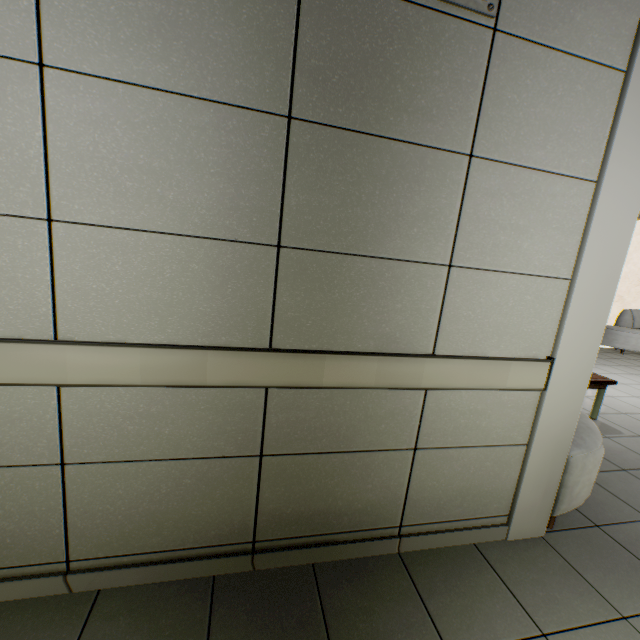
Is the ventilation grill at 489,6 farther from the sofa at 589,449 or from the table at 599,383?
the table at 599,383

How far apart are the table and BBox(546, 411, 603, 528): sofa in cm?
68

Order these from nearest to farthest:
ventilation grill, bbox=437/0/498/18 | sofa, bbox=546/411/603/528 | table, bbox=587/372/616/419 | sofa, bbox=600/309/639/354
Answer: ventilation grill, bbox=437/0/498/18
sofa, bbox=546/411/603/528
table, bbox=587/372/616/419
sofa, bbox=600/309/639/354

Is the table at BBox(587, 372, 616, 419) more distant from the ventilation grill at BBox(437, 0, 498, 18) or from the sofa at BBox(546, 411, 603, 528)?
the ventilation grill at BBox(437, 0, 498, 18)

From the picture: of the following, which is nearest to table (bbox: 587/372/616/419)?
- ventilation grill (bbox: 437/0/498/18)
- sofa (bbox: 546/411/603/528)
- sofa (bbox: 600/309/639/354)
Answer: sofa (bbox: 546/411/603/528)

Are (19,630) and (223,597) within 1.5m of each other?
yes
